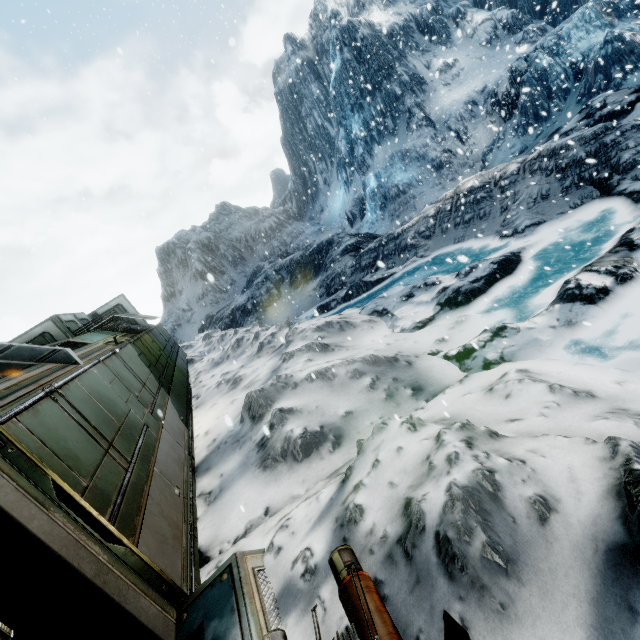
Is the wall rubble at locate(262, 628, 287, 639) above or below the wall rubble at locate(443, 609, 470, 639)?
below

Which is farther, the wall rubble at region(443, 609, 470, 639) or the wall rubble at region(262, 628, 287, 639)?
the wall rubble at region(262, 628, 287, 639)

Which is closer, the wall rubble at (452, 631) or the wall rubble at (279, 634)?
the wall rubble at (452, 631)

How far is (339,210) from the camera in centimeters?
3834cm

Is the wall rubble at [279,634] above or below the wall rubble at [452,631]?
below
